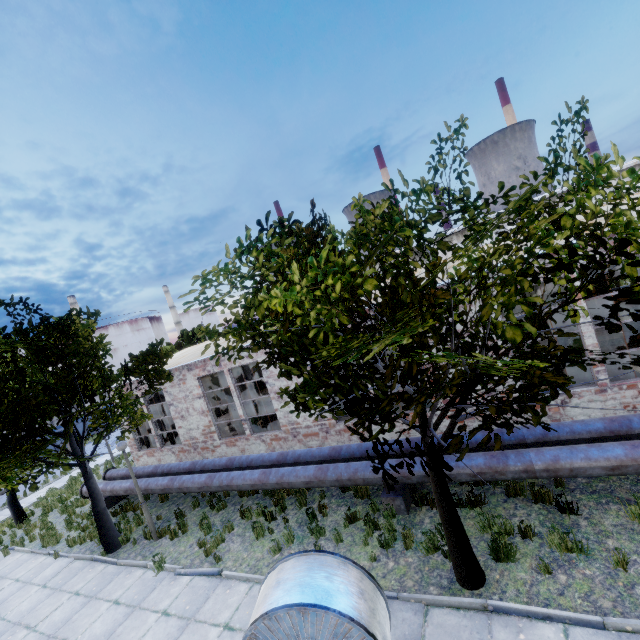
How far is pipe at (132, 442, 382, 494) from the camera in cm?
855

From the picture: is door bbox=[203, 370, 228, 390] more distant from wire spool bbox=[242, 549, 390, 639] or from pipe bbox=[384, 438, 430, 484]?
wire spool bbox=[242, 549, 390, 639]

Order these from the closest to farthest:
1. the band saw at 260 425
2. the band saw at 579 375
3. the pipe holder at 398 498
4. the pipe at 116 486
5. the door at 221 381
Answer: the pipe holder at 398 498, the band saw at 579 375, the pipe at 116 486, the band saw at 260 425, the door at 221 381

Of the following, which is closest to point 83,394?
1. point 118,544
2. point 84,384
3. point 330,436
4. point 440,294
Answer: point 84,384

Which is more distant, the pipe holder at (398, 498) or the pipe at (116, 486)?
the pipe at (116, 486)

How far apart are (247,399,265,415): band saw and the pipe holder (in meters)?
7.20
